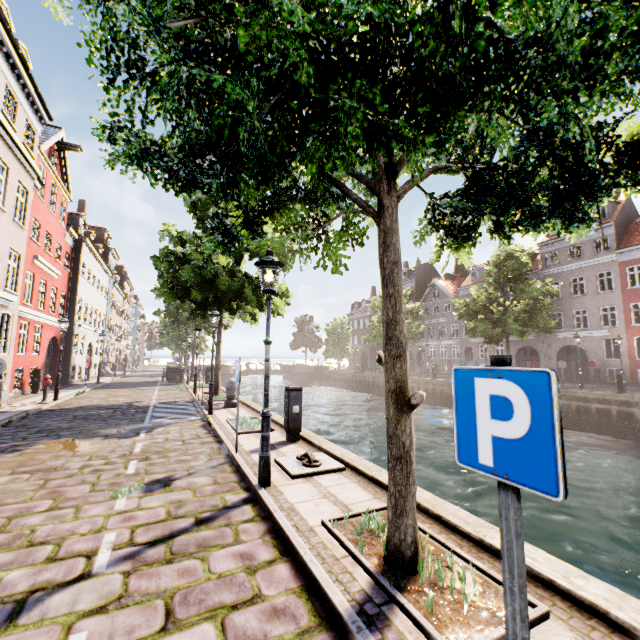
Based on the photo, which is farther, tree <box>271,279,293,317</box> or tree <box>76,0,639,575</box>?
tree <box>271,279,293,317</box>

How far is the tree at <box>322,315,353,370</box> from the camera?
49.0m

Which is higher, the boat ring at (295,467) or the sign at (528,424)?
the sign at (528,424)

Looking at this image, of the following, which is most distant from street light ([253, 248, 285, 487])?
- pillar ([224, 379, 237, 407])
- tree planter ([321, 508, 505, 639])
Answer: pillar ([224, 379, 237, 407])

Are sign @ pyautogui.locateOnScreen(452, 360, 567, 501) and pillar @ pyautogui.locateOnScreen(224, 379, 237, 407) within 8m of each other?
no

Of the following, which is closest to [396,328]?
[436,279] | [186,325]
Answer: [186,325]

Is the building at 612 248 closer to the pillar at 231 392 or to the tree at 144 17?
the tree at 144 17

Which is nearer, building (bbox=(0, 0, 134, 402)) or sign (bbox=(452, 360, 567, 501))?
sign (bbox=(452, 360, 567, 501))
